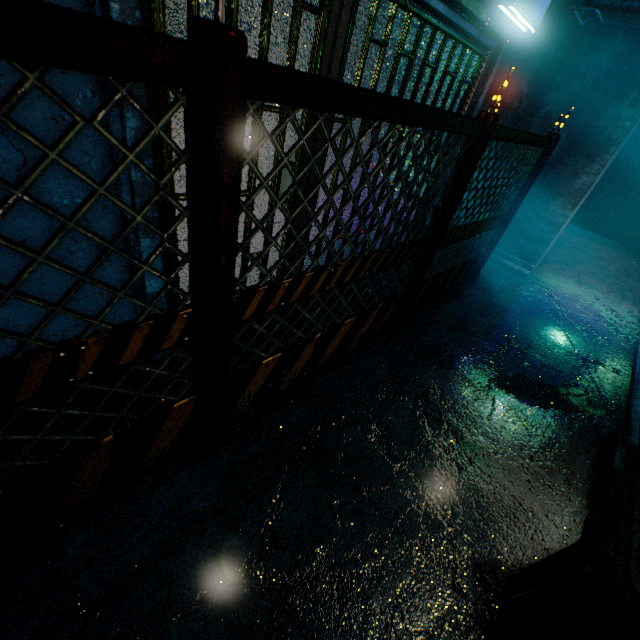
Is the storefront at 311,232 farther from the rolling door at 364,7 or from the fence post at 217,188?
the fence post at 217,188

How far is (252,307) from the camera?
1.51m

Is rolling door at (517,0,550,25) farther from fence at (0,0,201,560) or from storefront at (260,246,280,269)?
fence at (0,0,201,560)

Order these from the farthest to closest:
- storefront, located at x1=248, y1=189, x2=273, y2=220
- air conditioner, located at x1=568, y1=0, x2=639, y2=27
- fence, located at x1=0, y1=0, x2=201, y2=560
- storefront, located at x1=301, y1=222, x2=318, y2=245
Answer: air conditioner, located at x1=568, y1=0, x2=639, y2=27
storefront, located at x1=301, y1=222, x2=318, y2=245
storefront, located at x1=248, y1=189, x2=273, y2=220
fence, located at x1=0, y1=0, x2=201, y2=560

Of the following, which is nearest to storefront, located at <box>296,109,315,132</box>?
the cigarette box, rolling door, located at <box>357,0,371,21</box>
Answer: rolling door, located at <box>357,0,371,21</box>

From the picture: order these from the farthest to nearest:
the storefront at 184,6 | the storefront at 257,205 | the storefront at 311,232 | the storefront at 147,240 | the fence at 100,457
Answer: the storefront at 311,232 < the storefront at 257,205 < the storefront at 147,240 < the storefront at 184,6 < the fence at 100,457

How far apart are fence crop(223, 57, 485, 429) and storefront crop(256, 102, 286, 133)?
0.7 meters
